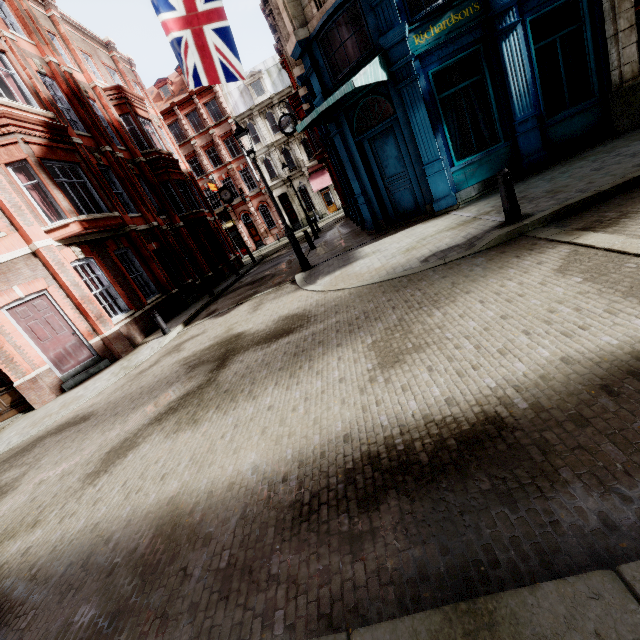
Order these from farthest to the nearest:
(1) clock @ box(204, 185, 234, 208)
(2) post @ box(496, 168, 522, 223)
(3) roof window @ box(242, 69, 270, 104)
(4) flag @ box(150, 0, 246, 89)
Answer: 1. (3) roof window @ box(242, 69, 270, 104)
2. (1) clock @ box(204, 185, 234, 208)
3. (4) flag @ box(150, 0, 246, 89)
4. (2) post @ box(496, 168, 522, 223)

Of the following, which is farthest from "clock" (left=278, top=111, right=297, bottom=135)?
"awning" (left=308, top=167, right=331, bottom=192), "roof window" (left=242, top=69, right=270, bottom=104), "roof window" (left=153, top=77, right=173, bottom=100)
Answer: "roof window" (left=153, top=77, right=173, bottom=100)

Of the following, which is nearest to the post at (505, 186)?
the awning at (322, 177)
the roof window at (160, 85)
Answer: the awning at (322, 177)

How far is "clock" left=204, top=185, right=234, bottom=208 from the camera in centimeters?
2600cm

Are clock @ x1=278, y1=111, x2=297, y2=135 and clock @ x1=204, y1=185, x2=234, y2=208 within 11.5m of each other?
yes

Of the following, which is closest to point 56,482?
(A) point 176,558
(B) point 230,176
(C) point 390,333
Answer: (A) point 176,558

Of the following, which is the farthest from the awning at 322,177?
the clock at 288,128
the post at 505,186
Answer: the post at 505,186

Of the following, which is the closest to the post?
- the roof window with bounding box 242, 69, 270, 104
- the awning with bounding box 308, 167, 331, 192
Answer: the awning with bounding box 308, 167, 331, 192
